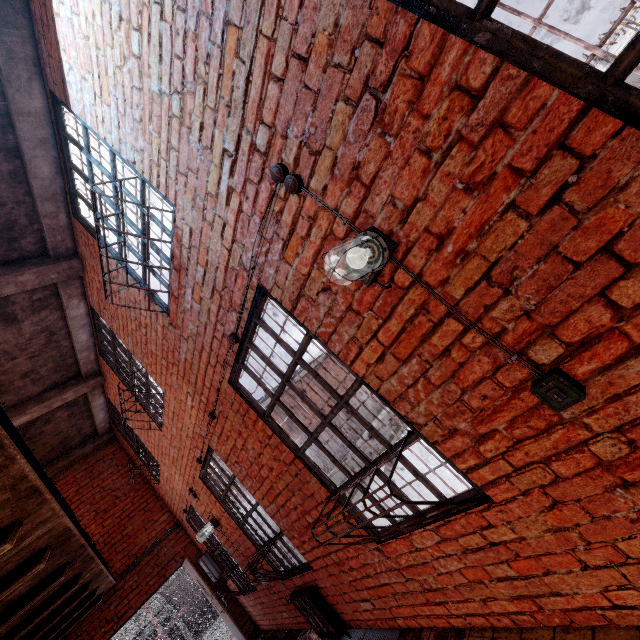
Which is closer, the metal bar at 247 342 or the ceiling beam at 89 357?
the metal bar at 247 342

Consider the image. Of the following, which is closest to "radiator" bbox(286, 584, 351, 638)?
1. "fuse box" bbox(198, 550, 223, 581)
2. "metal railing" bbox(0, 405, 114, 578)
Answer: "metal railing" bbox(0, 405, 114, 578)

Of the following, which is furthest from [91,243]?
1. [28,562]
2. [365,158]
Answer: [365,158]

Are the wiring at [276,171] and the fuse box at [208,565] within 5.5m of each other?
no

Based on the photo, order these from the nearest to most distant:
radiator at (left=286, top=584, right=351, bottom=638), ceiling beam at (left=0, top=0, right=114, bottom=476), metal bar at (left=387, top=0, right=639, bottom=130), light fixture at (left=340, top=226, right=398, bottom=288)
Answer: metal bar at (left=387, top=0, right=639, bottom=130), light fixture at (left=340, top=226, right=398, bottom=288), ceiling beam at (left=0, top=0, right=114, bottom=476), radiator at (left=286, top=584, right=351, bottom=638)

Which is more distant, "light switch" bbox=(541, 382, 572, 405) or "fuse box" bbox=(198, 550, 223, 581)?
"fuse box" bbox=(198, 550, 223, 581)

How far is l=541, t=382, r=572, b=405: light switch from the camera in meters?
1.3

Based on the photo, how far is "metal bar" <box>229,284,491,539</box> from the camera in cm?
211
